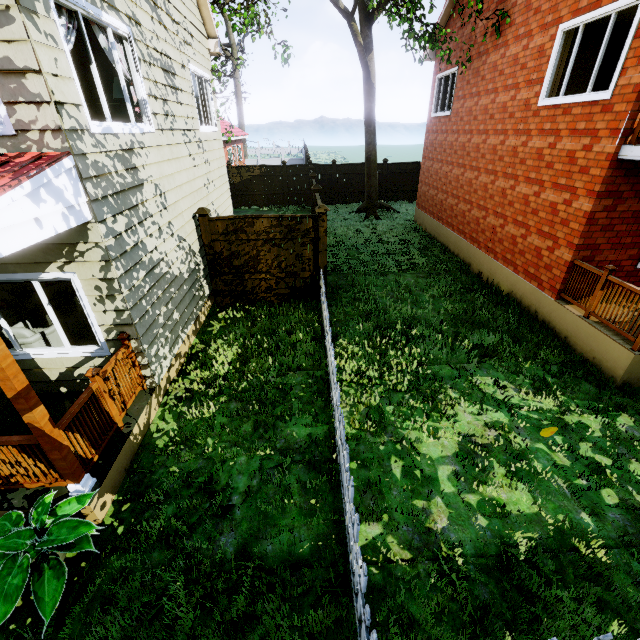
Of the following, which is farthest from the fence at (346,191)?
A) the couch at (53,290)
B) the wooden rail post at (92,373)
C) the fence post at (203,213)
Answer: the couch at (53,290)

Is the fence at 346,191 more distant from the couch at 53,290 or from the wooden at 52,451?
the couch at 53,290

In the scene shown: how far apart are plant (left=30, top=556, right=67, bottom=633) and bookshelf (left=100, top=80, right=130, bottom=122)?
7.4m

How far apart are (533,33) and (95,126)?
9.5 meters

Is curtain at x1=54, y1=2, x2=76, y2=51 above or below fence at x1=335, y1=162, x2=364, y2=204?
above

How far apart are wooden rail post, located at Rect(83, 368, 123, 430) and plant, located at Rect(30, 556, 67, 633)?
0.95m

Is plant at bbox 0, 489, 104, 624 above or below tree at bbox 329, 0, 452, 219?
below

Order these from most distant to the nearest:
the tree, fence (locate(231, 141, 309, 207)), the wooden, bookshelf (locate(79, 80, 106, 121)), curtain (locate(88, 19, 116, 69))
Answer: fence (locate(231, 141, 309, 207)) → the tree → bookshelf (locate(79, 80, 106, 121)) → curtain (locate(88, 19, 116, 69)) → the wooden
